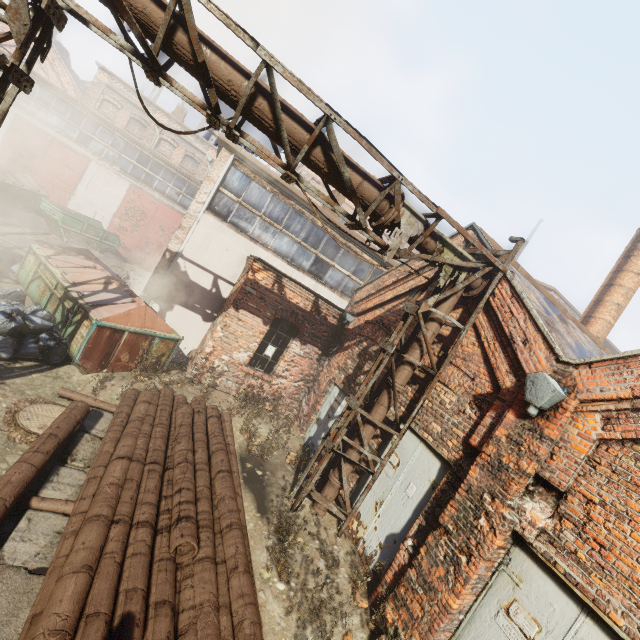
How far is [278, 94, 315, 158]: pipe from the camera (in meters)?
4.54

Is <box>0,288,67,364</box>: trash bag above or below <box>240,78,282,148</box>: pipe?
below

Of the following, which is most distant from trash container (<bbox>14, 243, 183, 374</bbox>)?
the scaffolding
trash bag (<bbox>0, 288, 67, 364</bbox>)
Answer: the scaffolding

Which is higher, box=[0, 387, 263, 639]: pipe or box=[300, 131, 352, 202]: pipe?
box=[300, 131, 352, 202]: pipe

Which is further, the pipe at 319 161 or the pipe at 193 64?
the pipe at 319 161

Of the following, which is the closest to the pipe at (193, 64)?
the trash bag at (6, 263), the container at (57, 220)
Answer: the trash bag at (6, 263)

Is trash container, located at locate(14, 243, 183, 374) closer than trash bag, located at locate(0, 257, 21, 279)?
Yes

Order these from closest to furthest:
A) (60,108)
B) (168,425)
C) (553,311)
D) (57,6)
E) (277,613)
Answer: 1. (57,6)
2. (277,613)
3. (168,425)
4. (553,311)
5. (60,108)
